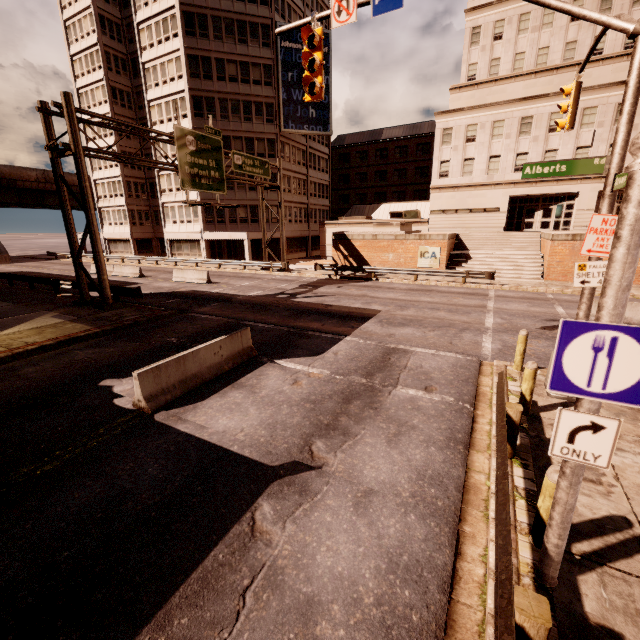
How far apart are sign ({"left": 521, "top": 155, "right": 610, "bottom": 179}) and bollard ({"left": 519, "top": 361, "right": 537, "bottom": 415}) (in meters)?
4.13

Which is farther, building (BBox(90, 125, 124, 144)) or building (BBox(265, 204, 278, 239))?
building (BBox(90, 125, 124, 144))

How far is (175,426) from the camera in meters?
7.1 m

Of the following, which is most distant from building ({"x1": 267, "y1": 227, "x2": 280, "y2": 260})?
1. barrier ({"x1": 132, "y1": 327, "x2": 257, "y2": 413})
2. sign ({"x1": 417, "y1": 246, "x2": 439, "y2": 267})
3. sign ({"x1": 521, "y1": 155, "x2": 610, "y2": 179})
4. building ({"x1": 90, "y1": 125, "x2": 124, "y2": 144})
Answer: sign ({"x1": 521, "y1": 155, "x2": 610, "y2": 179})

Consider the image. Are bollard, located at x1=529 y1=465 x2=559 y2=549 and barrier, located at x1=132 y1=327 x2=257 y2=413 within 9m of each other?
yes

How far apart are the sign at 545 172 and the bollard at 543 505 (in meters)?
6.34

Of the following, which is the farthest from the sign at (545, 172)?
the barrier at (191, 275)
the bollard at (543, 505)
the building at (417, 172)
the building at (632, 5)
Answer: the building at (632, 5)

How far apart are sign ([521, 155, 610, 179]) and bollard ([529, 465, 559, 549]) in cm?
634
